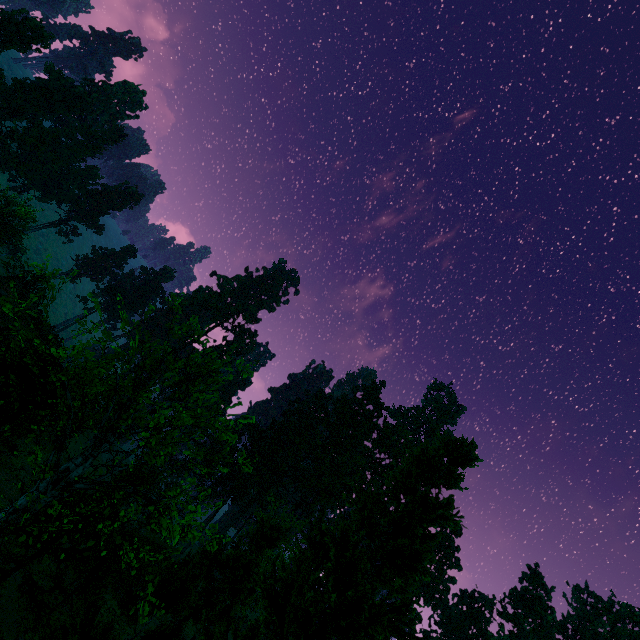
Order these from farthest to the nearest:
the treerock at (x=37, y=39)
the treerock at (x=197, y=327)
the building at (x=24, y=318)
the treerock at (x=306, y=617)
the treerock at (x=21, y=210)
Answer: the treerock at (x=37, y=39), the treerock at (x=21, y=210), the building at (x=24, y=318), the treerock at (x=197, y=327), the treerock at (x=306, y=617)

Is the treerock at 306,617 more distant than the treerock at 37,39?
No

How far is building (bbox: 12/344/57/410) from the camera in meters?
13.2 m

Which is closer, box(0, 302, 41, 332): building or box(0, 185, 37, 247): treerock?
box(0, 302, 41, 332): building

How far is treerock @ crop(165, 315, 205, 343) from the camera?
13.16m

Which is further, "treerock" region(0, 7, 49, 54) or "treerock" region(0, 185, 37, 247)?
"treerock" region(0, 7, 49, 54)

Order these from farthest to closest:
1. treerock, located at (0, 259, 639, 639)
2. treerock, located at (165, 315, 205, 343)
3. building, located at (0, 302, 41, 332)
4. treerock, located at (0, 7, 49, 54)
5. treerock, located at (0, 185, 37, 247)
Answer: treerock, located at (0, 7, 49, 54) < treerock, located at (0, 185, 37, 247) < building, located at (0, 302, 41, 332) < treerock, located at (165, 315, 205, 343) < treerock, located at (0, 259, 639, 639)

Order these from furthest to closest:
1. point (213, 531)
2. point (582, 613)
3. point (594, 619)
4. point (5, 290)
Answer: point (594, 619) < point (582, 613) < point (5, 290) < point (213, 531)
